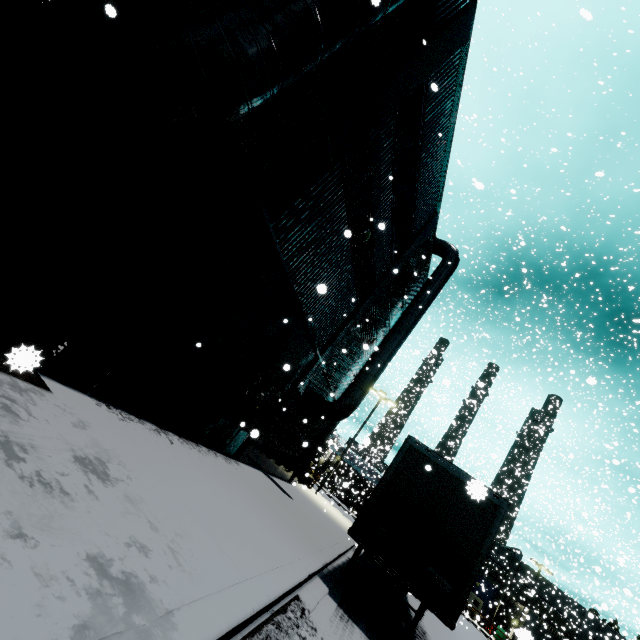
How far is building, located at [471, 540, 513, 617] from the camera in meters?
43.6 m

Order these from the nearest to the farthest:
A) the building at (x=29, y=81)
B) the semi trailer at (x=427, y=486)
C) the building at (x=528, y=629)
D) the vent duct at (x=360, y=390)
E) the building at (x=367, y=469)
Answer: the building at (x=29, y=81)
the semi trailer at (x=427, y=486)
the vent duct at (x=360, y=390)
the building at (x=528, y=629)
the building at (x=367, y=469)

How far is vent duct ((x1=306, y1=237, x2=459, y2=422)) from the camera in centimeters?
1487cm

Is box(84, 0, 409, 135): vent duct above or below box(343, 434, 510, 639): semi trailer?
above

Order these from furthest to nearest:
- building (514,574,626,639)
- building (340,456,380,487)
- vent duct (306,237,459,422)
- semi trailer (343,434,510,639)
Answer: building (340,456,380,487), building (514,574,626,639), vent duct (306,237,459,422), semi trailer (343,434,510,639)

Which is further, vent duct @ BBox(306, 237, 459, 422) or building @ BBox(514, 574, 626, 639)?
building @ BBox(514, 574, 626, 639)

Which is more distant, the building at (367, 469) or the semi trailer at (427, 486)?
the building at (367, 469)

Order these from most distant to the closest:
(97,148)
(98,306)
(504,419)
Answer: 1. (504,419)
2. (98,306)
3. (97,148)
